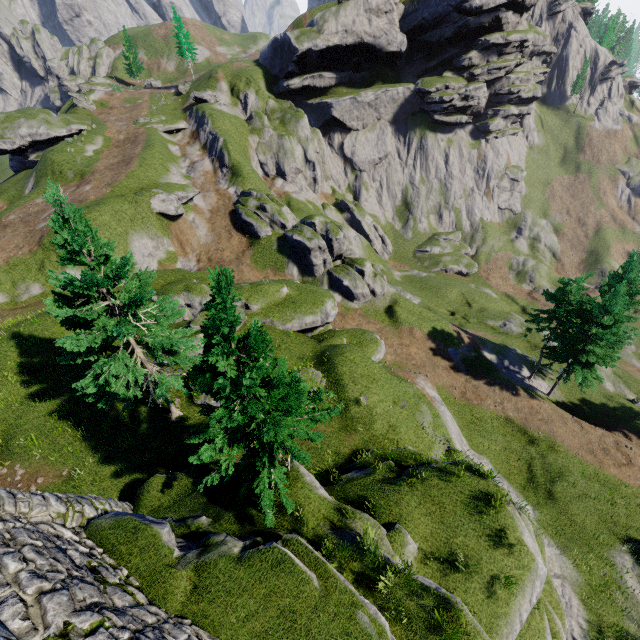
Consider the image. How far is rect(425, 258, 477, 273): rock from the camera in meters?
58.6 m

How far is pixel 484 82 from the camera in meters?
58.8 m

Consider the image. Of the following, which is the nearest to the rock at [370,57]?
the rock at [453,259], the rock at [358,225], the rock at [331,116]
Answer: the rock at [331,116]

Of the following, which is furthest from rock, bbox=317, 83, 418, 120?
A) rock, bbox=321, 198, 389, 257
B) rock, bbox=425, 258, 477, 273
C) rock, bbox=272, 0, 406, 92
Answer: rock, bbox=425, 258, 477, 273

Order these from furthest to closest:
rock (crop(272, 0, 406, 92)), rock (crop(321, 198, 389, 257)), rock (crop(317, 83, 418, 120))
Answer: rock (crop(317, 83, 418, 120)), rock (crop(321, 198, 389, 257)), rock (crop(272, 0, 406, 92))

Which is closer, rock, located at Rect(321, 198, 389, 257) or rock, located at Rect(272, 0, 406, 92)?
rock, located at Rect(272, 0, 406, 92)

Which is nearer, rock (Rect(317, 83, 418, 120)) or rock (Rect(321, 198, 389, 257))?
rock (Rect(321, 198, 389, 257))

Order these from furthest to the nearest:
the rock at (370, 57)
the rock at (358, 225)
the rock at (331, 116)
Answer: the rock at (331, 116) → the rock at (358, 225) → the rock at (370, 57)
